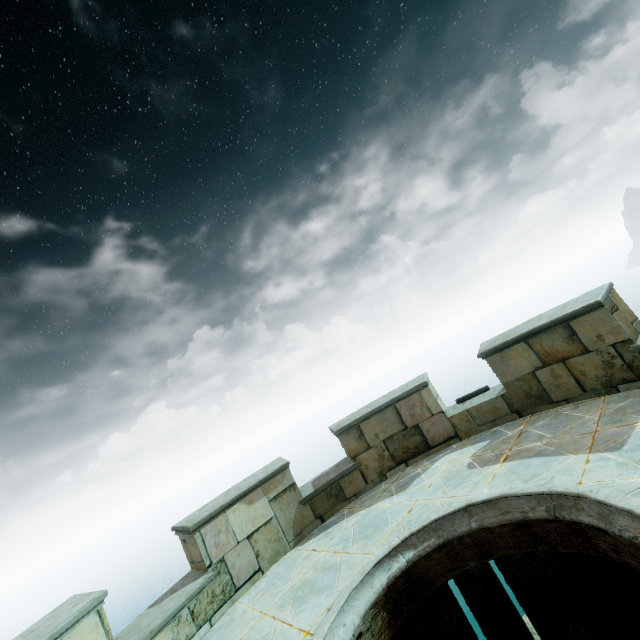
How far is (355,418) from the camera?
7.36m
